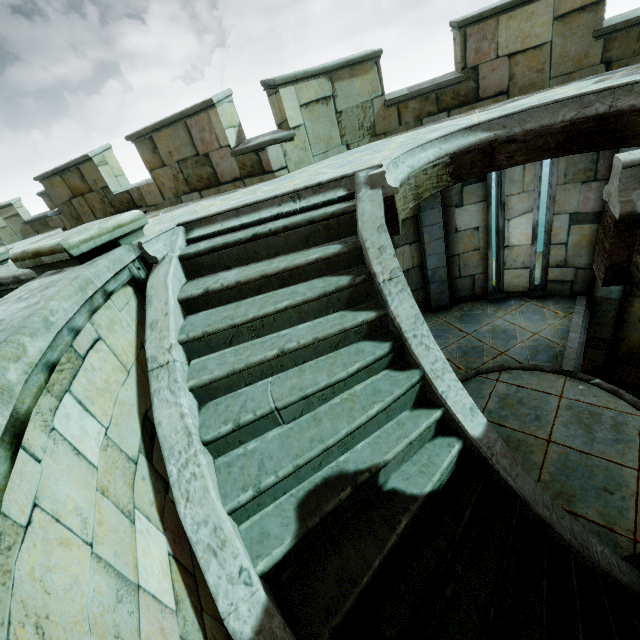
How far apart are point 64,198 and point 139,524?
9.2 meters
